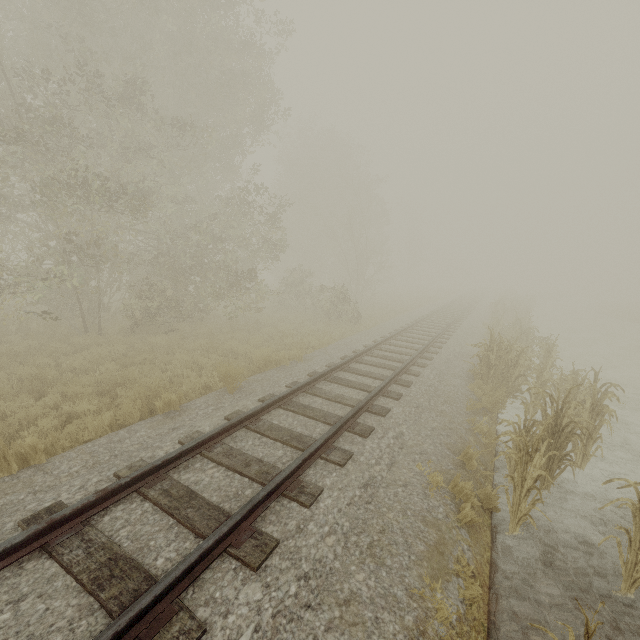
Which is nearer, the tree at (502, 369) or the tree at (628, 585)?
the tree at (628, 585)

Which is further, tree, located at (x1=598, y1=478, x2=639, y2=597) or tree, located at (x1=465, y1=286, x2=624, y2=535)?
tree, located at (x1=465, y1=286, x2=624, y2=535)

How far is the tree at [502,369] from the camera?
4.64m

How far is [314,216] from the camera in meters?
31.5

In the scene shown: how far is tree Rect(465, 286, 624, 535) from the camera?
4.64m
